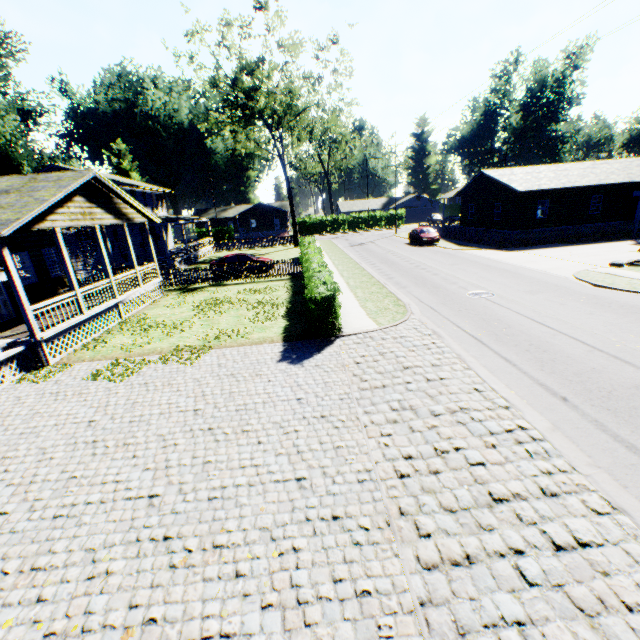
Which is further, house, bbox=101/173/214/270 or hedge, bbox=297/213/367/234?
hedge, bbox=297/213/367/234

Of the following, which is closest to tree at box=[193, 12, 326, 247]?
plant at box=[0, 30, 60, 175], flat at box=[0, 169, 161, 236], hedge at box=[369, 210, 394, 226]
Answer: hedge at box=[369, 210, 394, 226]

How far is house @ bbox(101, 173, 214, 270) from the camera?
29.6 meters

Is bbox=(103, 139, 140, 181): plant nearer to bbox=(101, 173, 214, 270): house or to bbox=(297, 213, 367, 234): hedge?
bbox=(101, 173, 214, 270): house

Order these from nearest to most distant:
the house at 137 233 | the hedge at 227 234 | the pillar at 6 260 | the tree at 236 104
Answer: the pillar at 6 260 < the tree at 236 104 < the house at 137 233 < the hedge at 227 234

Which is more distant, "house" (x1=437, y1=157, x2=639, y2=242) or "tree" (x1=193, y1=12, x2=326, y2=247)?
"tree" (x1=193, y1=12, x2=326, y2=247)

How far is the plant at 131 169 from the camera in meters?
56.9

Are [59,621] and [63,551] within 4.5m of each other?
yes
